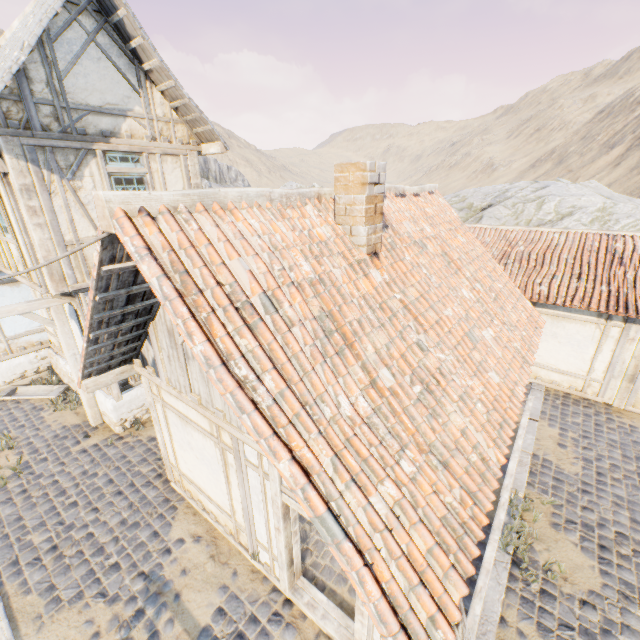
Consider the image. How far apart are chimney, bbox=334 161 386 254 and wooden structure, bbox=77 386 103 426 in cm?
683

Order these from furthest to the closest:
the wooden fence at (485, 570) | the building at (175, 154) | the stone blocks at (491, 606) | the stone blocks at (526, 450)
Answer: the stone blocks at (526, 450)
the building at (175, 154)
the stone blocks at (491, 606)
the wooden fence at (485, 570)

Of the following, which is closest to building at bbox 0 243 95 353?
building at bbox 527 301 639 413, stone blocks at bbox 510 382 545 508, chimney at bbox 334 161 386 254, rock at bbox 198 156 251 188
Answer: stone blocks at bbox 510 382 545 508

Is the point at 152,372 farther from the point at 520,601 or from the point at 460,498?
the point at 520,601

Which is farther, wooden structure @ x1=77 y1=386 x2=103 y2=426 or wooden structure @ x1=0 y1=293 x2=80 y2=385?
wooden structure @ x1=77 y1=386 x2=103 y2=426

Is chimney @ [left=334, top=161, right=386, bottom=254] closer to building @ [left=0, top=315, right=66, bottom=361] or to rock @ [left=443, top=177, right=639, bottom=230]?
building @ [left=0, top=315, right=66, bottom=361]

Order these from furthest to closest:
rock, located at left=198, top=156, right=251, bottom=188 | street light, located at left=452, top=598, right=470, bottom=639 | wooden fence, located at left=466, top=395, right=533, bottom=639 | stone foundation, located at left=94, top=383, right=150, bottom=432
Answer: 1. rock, located at left=198, top=156, right=251, bottom=188
2. stone foundation, located at left=94, top=383, right=150, bottom=432
3. wooden fence, located at left=466, top=395, right=533, bottom=639
4. street light, located at left=452, top=598, right=470, bottom=639

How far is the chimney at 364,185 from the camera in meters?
4.2 m
